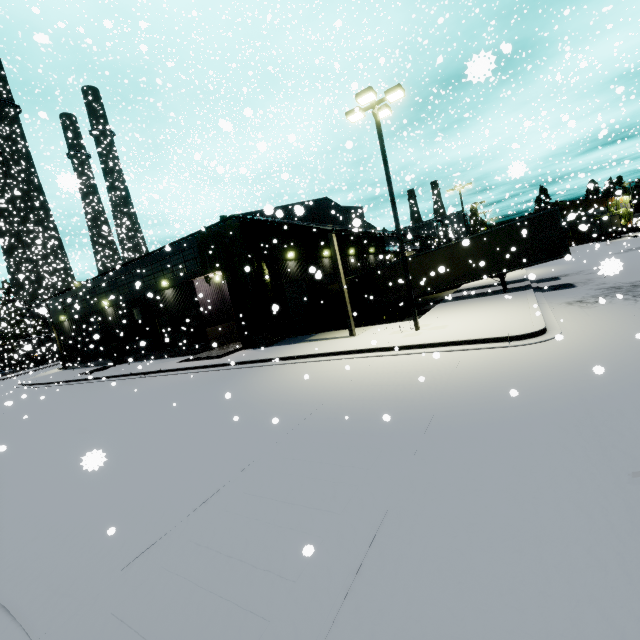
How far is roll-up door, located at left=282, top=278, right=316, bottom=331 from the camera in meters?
22.2

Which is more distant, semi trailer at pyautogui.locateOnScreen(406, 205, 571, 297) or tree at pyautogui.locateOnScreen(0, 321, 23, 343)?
tree at pyautogui.locateOnScreen(0, 321, 23, 343)

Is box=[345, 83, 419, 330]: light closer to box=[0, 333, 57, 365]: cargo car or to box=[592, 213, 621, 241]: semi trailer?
box=[592, 213, 621, 241]: semi trailer

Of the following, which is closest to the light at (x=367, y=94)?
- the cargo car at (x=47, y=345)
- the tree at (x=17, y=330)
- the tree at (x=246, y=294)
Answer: the tree at (x=246, y=294)

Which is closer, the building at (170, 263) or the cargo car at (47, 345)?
the building at (170, 263)

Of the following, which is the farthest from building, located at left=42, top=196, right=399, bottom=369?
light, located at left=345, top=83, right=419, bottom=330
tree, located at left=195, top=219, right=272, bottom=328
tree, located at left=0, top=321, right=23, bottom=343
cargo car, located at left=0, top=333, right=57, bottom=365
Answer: tree, located at left=0, top=321, right=23, bottom=343

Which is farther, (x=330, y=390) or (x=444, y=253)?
(x=444, y=253)

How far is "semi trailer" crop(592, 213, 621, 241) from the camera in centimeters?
3603cm
